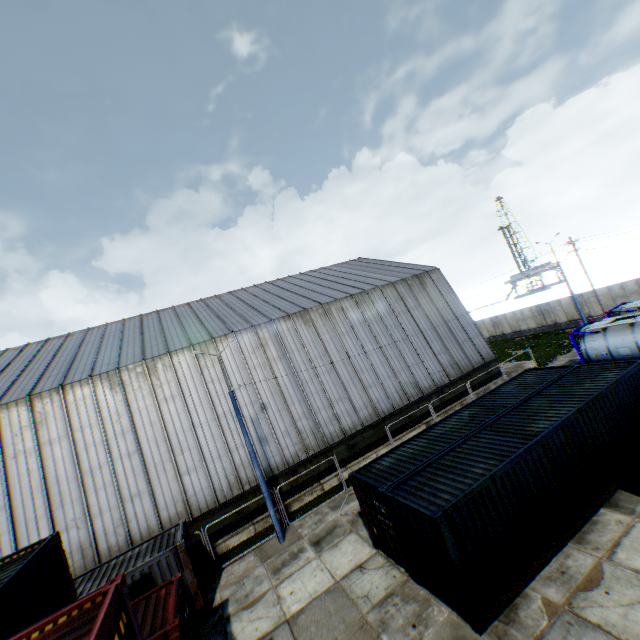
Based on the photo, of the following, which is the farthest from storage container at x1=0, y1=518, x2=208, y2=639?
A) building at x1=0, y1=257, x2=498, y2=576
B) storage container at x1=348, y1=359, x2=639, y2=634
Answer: building at x1=0, y1=257, x2=498, y2=576

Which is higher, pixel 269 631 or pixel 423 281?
pixel 423 281

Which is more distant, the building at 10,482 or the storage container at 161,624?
the building at 10,482

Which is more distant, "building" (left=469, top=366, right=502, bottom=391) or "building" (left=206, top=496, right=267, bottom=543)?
"building" (left=469, top=366, right=502, bottom=391)

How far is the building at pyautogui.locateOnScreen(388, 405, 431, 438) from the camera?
22.8m

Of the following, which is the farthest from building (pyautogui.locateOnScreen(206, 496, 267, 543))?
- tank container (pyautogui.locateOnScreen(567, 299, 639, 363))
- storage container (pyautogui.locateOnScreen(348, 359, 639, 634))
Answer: storage container (pyautogui.locateOnScreen(348, 359, 639, 634))

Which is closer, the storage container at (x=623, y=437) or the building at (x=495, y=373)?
the storage container at (x=623, y=437)
